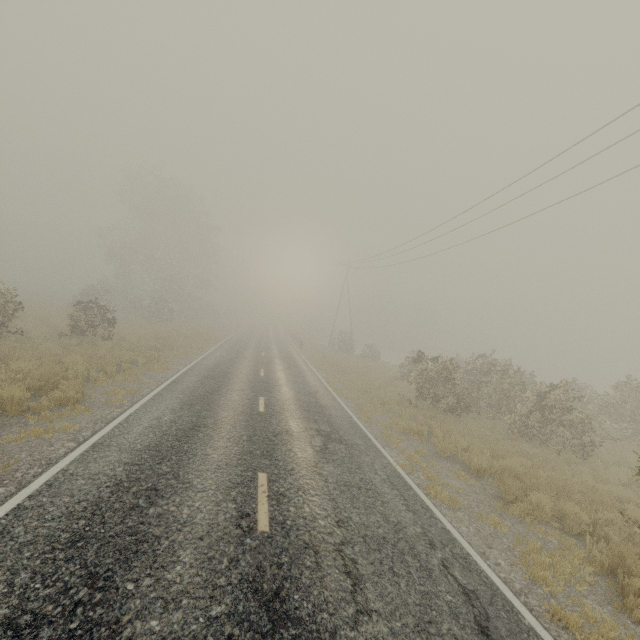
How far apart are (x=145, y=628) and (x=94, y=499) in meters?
2.5 m
